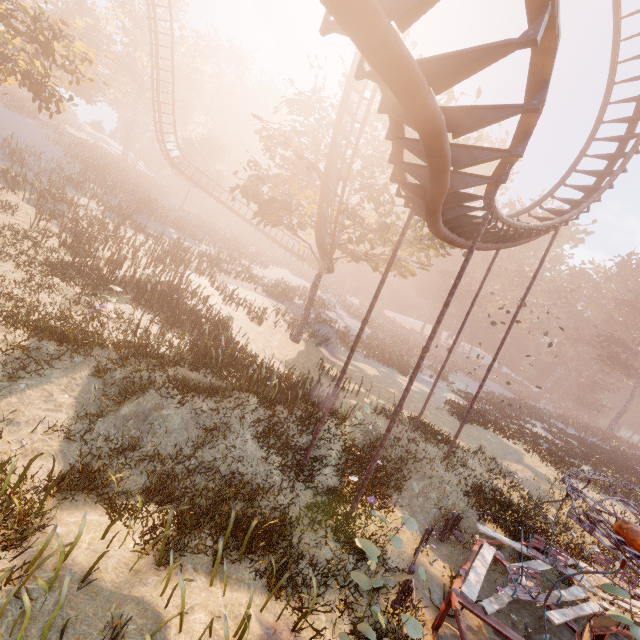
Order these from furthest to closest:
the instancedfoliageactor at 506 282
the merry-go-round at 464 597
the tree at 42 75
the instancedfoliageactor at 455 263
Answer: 1. the instancedfoliageactor at 455 263
2. the instancedfoliageactor at 506 282
3. the tree at 42 75
4. the merry-go-round at 464 597

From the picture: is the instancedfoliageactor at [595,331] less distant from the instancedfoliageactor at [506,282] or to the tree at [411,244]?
the instancedfoliageactor at [506,282]

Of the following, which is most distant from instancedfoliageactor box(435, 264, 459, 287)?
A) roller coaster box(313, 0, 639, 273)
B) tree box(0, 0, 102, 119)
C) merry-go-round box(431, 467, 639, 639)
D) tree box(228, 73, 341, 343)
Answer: tree box(0, 0, 102, 119)

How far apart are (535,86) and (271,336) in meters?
19.8

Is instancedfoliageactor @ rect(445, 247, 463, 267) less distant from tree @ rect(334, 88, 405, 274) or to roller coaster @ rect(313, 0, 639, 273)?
tree @ rect(334, 88, 405, 274)

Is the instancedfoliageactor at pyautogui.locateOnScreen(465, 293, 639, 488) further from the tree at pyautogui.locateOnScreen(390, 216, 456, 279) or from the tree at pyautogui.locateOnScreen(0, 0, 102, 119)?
the tree at pyautogui.locateOnScreen(0, 0, 102, 119)

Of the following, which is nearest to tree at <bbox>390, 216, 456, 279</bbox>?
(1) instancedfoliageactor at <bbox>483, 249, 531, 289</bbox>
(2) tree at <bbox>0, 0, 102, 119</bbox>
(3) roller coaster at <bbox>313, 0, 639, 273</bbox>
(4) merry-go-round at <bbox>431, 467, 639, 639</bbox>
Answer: (3) roller coaster at <bbox>313, 0, 639, 273</bbox>

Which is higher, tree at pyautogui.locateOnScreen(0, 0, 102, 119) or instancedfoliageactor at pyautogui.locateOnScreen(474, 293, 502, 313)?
instancedfoliageactor at pyautogui.locateOnScreen(474, 293, 502, 313)
